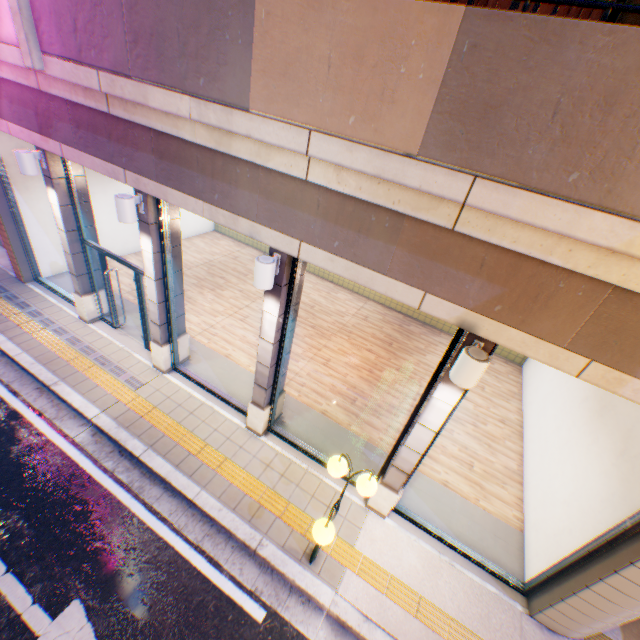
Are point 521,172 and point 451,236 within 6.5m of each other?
yes

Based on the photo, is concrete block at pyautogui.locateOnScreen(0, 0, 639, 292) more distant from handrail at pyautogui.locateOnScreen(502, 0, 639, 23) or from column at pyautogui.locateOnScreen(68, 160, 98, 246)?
column at pyautogui.locateOnScreen(68, 160, 98, 246)

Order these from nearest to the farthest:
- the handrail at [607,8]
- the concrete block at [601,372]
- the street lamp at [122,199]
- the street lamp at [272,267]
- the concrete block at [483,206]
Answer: the handrail at [607,8]
the concrete block at [483,206]
the concrete block at [601,372]
the street lamp at [272,267]
the street lamp at [122,199]

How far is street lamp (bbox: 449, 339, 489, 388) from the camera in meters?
3.5

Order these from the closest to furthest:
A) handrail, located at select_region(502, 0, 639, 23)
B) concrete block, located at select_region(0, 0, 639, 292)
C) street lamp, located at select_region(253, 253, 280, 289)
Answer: handrail, located at select_region(502, 0, 639, 23), concrete block, located at select_region(0, 0, 639, 292), street lamp, located at select_region(253, 253, 280, 289)

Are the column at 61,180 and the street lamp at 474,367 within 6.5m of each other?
no

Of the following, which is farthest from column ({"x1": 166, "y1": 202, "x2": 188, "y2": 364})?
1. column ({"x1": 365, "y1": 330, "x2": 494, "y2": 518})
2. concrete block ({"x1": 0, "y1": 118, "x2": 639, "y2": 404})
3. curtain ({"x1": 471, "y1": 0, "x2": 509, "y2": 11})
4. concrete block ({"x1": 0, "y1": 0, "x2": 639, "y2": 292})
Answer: column ({"x1": 365, "y1": 330, "x2": 494, "y2": 518})

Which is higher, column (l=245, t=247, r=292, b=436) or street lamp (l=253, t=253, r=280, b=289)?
street lamp (l=253, t=253, r=280, b=289)
